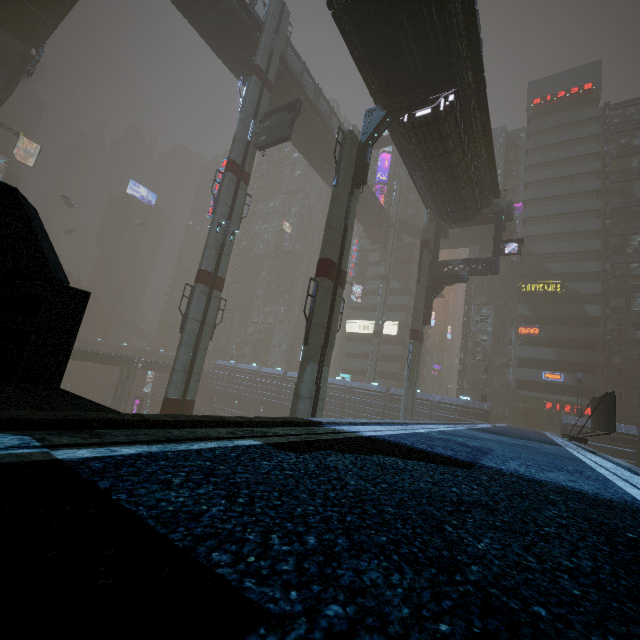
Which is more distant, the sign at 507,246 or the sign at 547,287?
the sign at 547,287

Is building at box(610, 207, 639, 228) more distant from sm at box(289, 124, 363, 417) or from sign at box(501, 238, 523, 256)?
sign at box(501, 238, 523, 256)

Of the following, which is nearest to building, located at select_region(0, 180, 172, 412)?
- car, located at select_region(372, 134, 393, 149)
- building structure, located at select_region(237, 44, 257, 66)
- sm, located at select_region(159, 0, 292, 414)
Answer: sm, located at select_region(159, 0, 292, 414)

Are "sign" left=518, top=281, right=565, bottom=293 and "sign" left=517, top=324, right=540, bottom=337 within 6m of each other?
yes

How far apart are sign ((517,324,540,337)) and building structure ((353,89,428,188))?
36.79m

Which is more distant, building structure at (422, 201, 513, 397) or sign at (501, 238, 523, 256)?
building structure at (422, 201, 513, 397)

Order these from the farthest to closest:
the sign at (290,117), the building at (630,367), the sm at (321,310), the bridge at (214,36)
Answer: the building at (630,367), the bridge at (214,36), the sign at (290,117), the sm at (321,310)

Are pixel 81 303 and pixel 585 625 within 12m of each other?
yes
